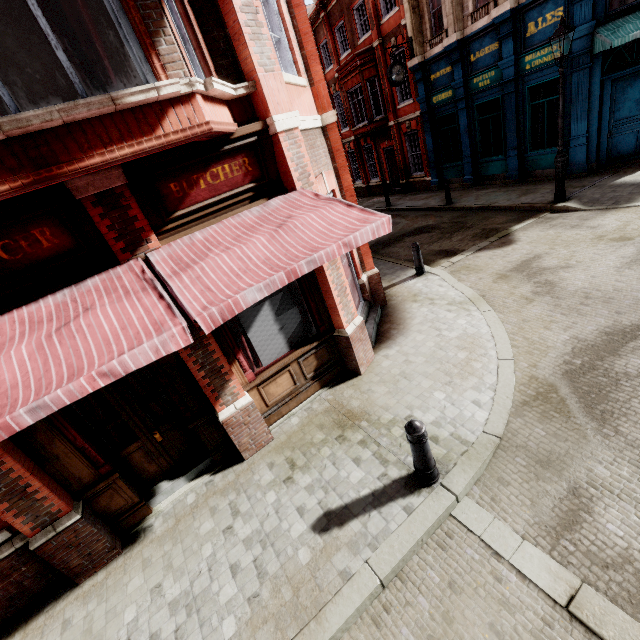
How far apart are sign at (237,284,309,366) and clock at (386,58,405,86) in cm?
1562

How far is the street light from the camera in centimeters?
852cm

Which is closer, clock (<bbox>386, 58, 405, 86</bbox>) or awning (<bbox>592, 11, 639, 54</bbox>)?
awning (<bbox>592, 11, 639, 54</bbox>)

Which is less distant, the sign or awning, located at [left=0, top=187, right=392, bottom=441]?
awning, located at [left=0, top=187, right=392, bottom=441]

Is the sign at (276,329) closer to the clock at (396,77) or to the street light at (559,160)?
the street light at (559,160)

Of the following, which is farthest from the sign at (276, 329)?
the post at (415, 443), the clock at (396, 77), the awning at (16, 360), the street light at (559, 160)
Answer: the clock at (396, 77)

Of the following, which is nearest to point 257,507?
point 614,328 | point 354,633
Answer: point 354,633

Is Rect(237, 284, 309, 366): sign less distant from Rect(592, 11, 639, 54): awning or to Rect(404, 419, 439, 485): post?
Rect(404, 419, 439, 485): post
